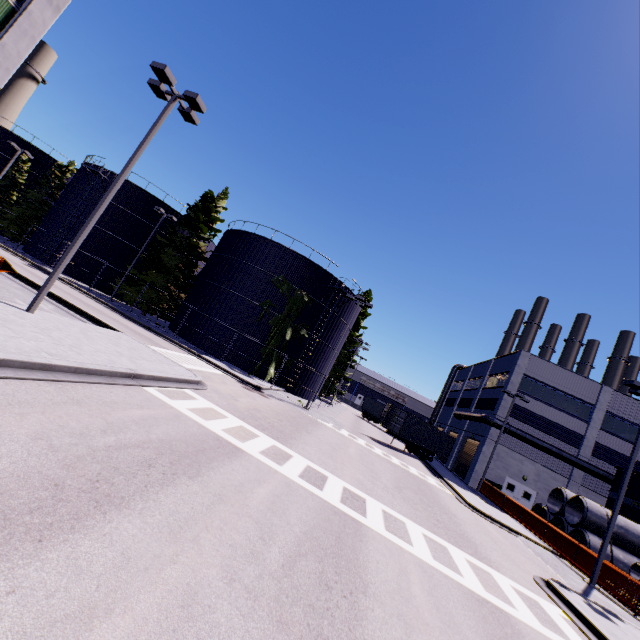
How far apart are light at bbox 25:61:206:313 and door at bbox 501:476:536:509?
38.12m

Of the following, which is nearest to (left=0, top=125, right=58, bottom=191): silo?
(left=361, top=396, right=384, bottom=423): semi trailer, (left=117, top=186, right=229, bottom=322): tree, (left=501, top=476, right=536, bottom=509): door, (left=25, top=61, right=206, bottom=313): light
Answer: (left=117, top=186, right=229, bottom=322): tree

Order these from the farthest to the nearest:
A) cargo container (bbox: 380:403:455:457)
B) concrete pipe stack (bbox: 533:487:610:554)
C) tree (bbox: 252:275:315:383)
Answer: cargo container (bbox: 380:403:455:457), tree (bbox: 252:275:315:383), concrete pipe stack (bbox: 533:487:610:554)

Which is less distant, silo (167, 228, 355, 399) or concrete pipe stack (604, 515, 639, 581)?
concrete pipe stack (604, 515, 639, 581)

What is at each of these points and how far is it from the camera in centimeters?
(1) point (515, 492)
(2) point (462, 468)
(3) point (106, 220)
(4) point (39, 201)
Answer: (1) door, 3136cm
(2) roll-up door, 3634cm
(3) silo, 3491cm
(4) tree, 3944cm

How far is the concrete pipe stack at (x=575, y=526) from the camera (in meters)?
19.56

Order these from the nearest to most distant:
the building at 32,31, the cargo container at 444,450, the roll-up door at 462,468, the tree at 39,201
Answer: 1. the building at 32,31
2. the cargo container at 444,450
3. the roll-up door at 462,468
4. the tree at 39,201

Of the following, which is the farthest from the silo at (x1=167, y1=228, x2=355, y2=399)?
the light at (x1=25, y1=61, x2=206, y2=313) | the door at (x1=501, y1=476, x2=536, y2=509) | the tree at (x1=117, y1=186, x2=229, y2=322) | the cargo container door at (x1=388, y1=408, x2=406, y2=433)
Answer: the door at (x1=501, y1=476, x2=536, y2=509)
